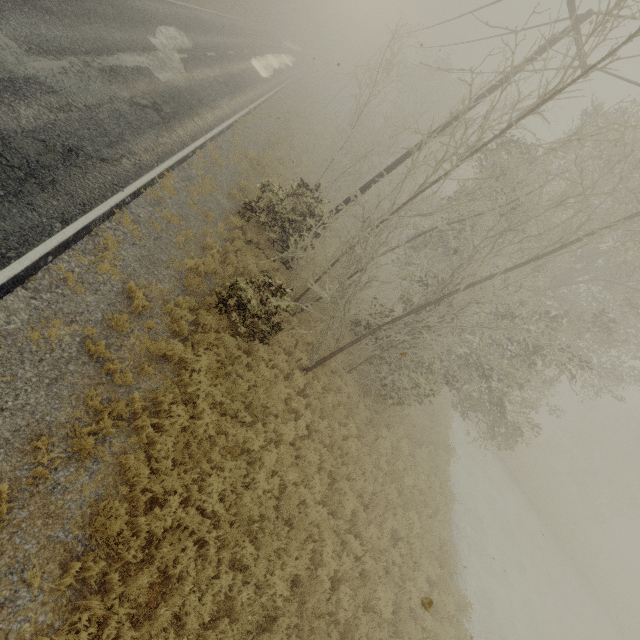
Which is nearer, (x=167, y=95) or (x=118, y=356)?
(x=118, y=356)
